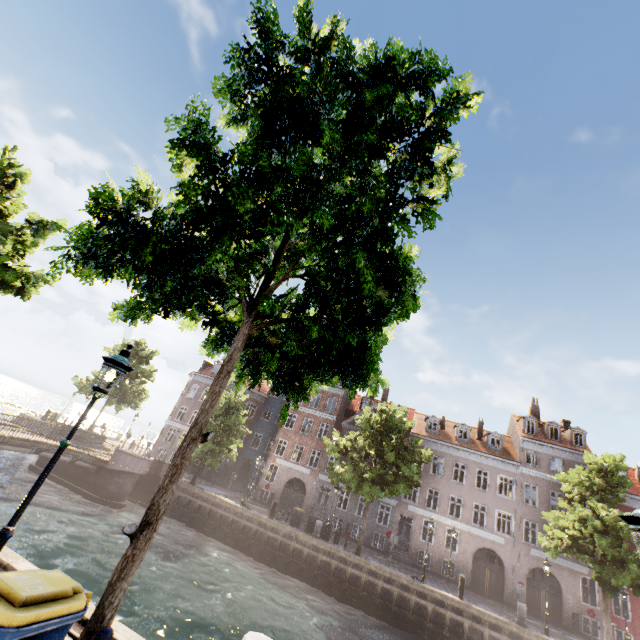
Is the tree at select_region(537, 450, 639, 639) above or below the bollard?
above

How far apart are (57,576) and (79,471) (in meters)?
25.55

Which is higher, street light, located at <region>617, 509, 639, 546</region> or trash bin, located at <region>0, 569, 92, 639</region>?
street light, located at <region>617, 509, 639, 546</region>

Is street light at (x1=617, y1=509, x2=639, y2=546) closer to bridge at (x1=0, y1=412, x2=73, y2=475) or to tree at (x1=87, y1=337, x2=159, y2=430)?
tree at (x1=87, y1=337, x2=159, y2=430)

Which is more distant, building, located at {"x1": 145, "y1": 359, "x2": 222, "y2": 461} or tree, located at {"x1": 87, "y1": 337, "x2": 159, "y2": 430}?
building, located at {"x1": 145, "y1": 359, "x2": 222, "y2": 461}

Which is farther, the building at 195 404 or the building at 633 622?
the building at 195 404

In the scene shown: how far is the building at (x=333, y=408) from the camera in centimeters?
3272cm

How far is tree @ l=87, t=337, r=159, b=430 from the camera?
31.80m
